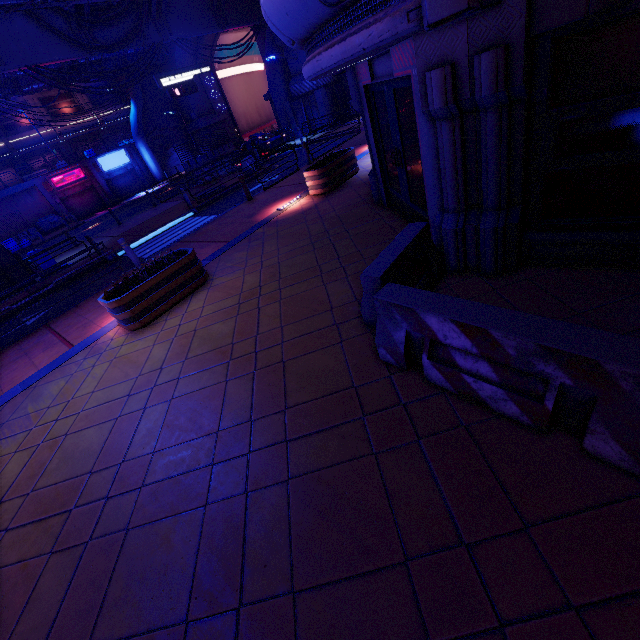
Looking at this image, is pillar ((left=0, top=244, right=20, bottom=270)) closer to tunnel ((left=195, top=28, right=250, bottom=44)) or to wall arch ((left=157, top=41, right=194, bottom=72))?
wall arch ((left=157, top=41, right=194, bottom=72))

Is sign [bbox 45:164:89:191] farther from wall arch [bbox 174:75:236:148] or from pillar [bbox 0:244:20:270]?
pillar [bbox 0:244:20:270]

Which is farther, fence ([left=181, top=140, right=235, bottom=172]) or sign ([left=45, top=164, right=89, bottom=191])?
fence ([left=181, top=140, right=235, bottom=172])

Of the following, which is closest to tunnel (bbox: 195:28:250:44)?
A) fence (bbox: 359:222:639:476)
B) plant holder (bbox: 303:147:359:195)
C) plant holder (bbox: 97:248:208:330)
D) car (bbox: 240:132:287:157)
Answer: car (bbox: 240:132:287:157)

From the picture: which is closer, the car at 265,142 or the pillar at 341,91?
the car at 265,142

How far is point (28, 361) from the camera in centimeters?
763cm

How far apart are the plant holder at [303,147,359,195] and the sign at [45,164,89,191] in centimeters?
3509cm

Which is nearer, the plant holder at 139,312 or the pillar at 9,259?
the plant holder at 139,312
